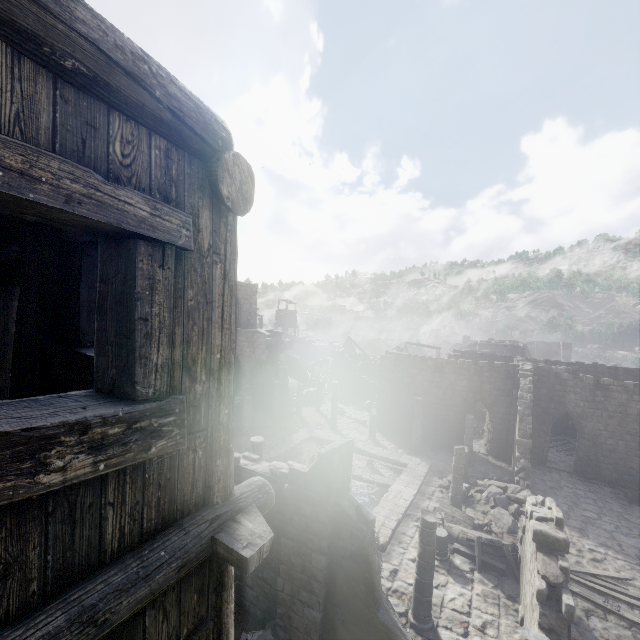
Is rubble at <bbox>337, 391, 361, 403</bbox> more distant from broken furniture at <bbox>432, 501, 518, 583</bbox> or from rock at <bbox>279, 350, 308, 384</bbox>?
broken furniture at <bbox>432, 501, 518, 583</bbox>

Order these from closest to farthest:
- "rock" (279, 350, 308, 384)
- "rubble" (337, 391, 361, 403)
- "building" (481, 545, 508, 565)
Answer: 1. "building" (481, 545, 508, 565)
2. "rubble" (337, 391, 361, 403)
3. "rock" (279, 350, 308, 384)

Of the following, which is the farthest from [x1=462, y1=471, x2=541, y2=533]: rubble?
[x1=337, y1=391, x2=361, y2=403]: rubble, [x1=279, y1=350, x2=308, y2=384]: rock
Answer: [x1=279, y1=350, x2=308, y2=384]: rock

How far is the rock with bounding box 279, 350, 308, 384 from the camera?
43.2m

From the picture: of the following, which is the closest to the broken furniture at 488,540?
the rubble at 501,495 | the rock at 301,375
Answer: the rubble at 501,495

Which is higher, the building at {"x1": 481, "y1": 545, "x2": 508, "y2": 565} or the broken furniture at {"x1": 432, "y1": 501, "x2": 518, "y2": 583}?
the broken furniture at {"x1": 432, "y1": 501, "x2": 518, "y2": 583}

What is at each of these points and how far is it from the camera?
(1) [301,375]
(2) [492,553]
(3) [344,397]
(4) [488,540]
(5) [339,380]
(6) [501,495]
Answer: (1) rock, 44.47m
(2) building, 13.15m
(3) rubble, 37.03m
(4) broken furniture, 12.47m
(5) building, 40.44m
(6) rubble, 16.55m

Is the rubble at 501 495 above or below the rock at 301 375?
below
